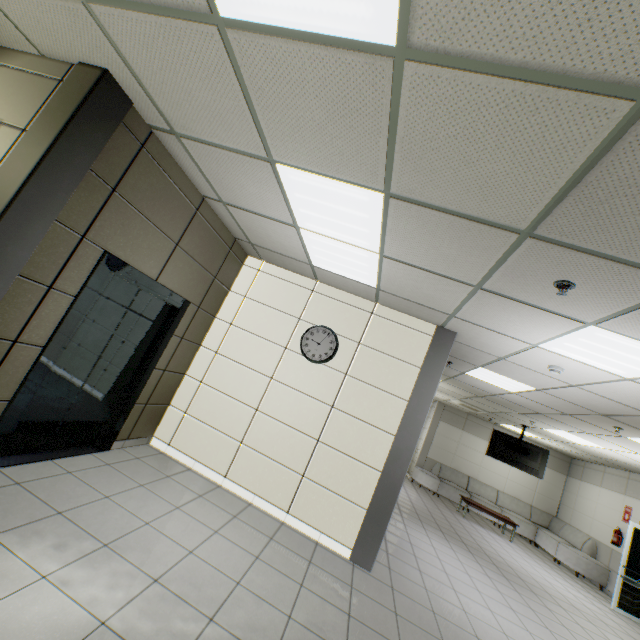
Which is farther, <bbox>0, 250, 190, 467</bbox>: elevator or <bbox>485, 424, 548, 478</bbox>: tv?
<bbox>485, 424, 548, 478</bbox>: tv

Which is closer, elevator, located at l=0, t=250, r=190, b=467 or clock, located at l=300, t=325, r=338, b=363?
elevator, located at l=0, t=250, r=190, b=467

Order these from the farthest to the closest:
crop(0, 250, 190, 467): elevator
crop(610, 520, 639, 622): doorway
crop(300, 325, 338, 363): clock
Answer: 1. crop(610, 520, 639, 622): doorway
2. crop(300, 325, 338, 363): clock
3. crop(0, 250, 190, 467): elevator

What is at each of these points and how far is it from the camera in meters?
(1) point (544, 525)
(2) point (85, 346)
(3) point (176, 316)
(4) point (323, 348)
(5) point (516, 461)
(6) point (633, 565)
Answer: (1) sofa, 11.3 m
(2) elevator door, 3.3 m
(3) elevator, 4.2 m
(4) clock, 4.8 m
(5) tv, 9.5 m
(6) doorway, 7.4 m

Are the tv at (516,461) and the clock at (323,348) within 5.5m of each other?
no

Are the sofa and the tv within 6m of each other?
yes

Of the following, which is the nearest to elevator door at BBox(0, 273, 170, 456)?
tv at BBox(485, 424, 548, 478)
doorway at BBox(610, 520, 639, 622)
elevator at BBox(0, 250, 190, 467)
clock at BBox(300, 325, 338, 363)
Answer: elevator at BBox(0, 250, 190, 467)

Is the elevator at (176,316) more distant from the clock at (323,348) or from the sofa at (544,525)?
the sofa at (544,525)
